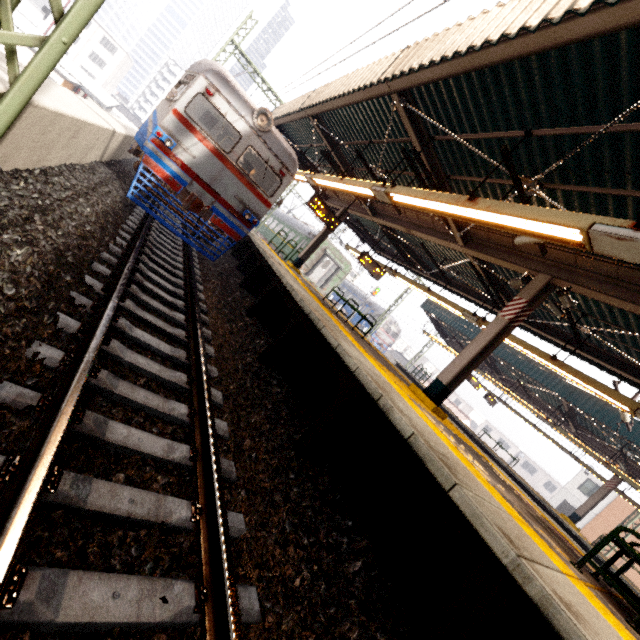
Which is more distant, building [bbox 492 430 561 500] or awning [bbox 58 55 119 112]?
building [bbox 492 430 561 500]

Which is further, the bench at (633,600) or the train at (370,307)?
the train at (370,307)

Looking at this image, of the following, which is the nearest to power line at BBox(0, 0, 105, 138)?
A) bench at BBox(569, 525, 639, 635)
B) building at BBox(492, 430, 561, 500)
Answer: bench at BBox(569, 525, 639, 635)

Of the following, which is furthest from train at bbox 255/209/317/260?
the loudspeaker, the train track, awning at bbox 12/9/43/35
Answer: awning at bbox 12/9/43/35

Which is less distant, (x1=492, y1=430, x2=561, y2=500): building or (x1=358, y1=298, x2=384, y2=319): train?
(x1=358, y1=298, x2=384, y2=319): train

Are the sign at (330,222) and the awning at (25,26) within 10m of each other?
no

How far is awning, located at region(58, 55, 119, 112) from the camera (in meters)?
25.53

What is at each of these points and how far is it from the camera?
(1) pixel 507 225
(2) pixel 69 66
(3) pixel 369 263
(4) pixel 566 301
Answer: (1) awning structure, 4.8 meters
(2) awning, 26.0 meters
(3) sign, 13.6 meters
(4) loudspeaker, 6.3 meters
